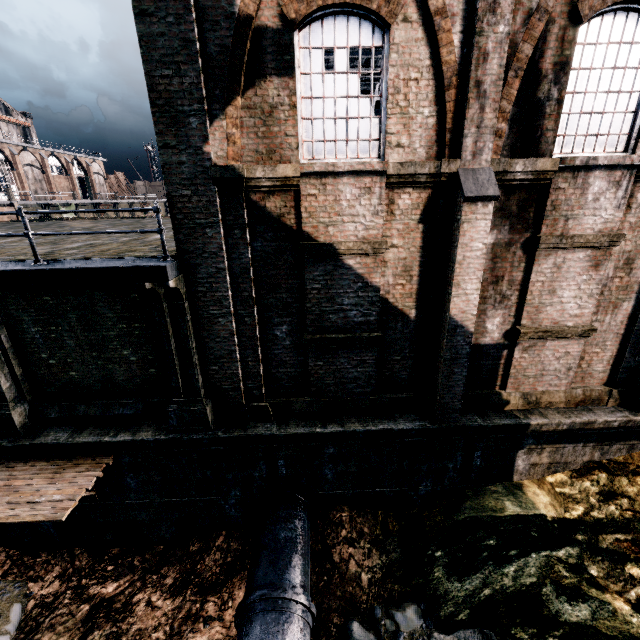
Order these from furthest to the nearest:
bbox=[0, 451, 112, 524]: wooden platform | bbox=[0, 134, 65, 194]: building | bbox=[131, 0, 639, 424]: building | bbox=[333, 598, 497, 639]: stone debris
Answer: bbox=[0, 134, 65, 194]: building < bbox=[333, 598, 497, 639]: stone debris < bbox=[0, 451, 112, 524]: wooden platform < bbox=[131, 0, 639, 424]: building

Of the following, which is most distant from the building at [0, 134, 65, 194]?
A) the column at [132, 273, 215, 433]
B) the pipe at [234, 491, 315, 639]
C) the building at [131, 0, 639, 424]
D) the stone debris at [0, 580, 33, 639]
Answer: the pipe at [234, 491, 315, 639]

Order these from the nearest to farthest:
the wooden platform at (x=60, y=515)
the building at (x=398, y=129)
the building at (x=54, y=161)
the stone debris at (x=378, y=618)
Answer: the building at (x=398, y=129)
the wooden platform at (x=60, y=515)
the stone debris at (x=378, y=618)
the building at (x=54, y=161)

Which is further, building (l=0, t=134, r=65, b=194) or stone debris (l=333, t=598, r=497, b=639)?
building (l=0, t=134, r=65, b=194)

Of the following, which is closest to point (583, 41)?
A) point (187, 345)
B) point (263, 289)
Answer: point (263, 289)

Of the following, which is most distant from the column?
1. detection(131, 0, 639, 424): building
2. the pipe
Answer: the pipe

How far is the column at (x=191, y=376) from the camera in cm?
799

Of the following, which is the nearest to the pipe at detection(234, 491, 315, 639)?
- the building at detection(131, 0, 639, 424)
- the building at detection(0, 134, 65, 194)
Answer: the building at detection(131, 0, 639, 424)
